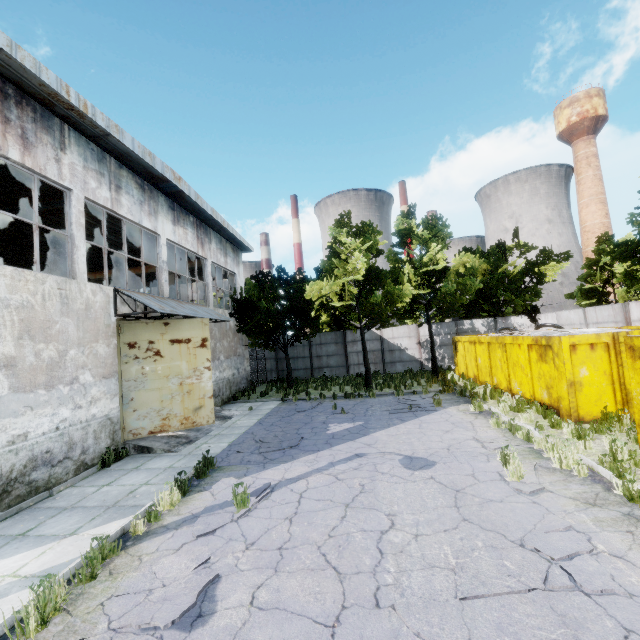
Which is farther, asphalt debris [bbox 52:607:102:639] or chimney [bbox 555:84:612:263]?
chimney [bbox 555:84:612:263]

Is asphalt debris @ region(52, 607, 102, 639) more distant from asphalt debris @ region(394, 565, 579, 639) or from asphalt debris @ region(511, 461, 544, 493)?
asphalt debris @ region(511, 461, 544, 493)

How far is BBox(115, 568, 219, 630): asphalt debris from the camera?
3.6m

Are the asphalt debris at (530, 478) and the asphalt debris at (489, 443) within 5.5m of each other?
yes

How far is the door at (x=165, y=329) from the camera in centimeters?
1050cm

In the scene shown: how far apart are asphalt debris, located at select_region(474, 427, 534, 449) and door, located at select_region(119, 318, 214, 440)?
8.54m

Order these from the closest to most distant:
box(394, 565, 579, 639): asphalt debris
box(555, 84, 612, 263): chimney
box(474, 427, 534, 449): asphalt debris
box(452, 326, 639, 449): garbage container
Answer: box(394, 565, 579, 639): asphalt debris, box(474, 427, 534, 449): asphalt debris, box(452, 326, 639, 449): garbage container, box(555, 84, 612, 263): chimney

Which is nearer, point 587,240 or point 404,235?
point 404,235
